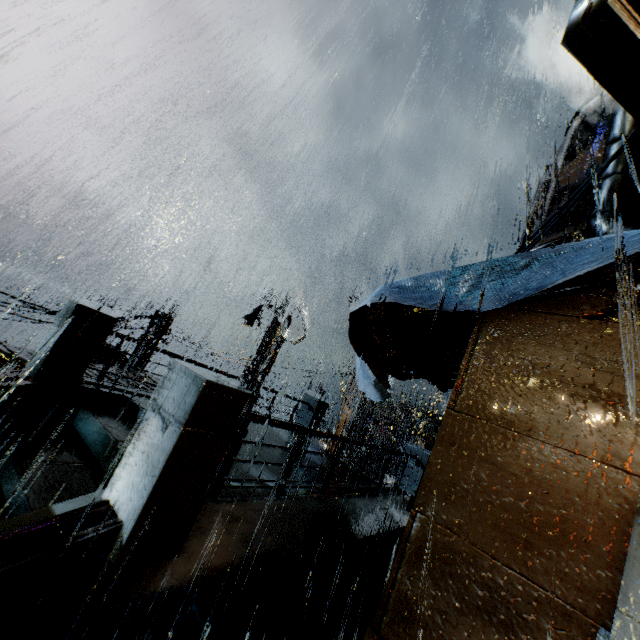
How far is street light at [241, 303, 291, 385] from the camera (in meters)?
17.55

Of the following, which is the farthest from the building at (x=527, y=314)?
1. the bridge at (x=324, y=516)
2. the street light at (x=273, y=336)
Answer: the street light at (x=273, y=336)

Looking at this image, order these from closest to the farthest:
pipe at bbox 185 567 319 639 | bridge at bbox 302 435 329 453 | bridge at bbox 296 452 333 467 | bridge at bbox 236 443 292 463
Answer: pipe at bbox 185 567 319 639
bridge at bbox 236 443 292 463
bridge at bbox 296 452 333 467
bridge at bbox 302 435 329 453

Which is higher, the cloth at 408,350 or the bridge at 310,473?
the cloth at 408,350

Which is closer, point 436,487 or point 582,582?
point 582,582

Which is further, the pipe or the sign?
the pipe

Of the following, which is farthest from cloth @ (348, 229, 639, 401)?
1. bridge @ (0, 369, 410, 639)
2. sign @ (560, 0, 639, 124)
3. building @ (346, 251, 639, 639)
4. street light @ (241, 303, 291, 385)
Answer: street light @ (241, 303, 291, 385)

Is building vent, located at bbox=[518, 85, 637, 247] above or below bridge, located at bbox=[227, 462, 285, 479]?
above
